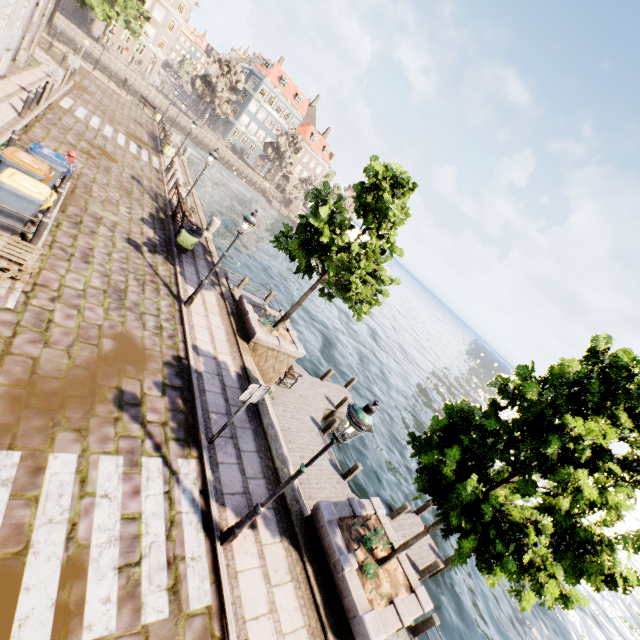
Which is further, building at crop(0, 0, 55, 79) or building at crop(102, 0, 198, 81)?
building at crop(102, 0, 198, 81)

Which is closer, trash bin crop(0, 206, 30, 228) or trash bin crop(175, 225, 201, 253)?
trash bin crop(0, 206, 30, 228)

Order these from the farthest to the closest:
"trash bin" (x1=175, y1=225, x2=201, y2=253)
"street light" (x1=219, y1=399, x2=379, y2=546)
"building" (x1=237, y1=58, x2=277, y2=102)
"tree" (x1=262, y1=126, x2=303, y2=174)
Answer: "building" (x1=237, y1=58, x2=277, y2=102) → "tree" (x1=262, y1=126, x2=303, y2=174) → "trash bin" (x1=175, y1=225, x2=201, y2=253) → "street light" (x1=219, y1=399, x2=379, y2=546)

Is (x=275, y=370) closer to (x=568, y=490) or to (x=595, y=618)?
(x=568, y=490)

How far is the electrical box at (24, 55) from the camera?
16.1m

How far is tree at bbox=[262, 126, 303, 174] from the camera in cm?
5642

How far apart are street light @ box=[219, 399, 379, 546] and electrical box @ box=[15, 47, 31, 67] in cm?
2399

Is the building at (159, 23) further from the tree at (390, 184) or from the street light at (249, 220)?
the street light at (249, 220)
